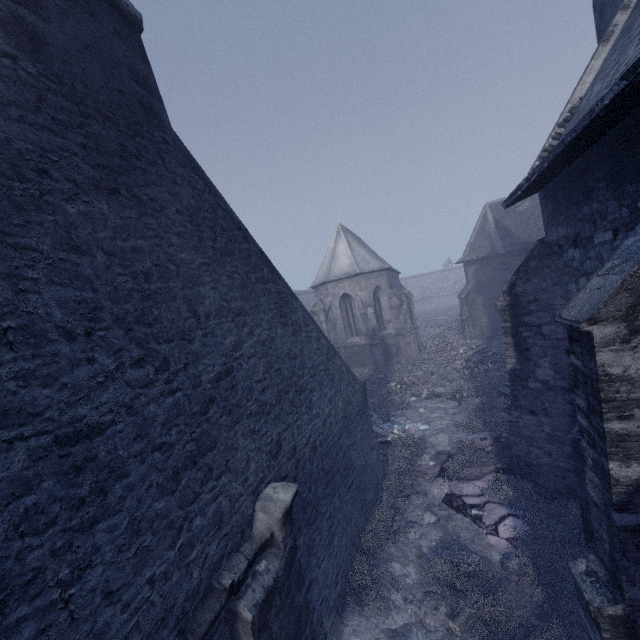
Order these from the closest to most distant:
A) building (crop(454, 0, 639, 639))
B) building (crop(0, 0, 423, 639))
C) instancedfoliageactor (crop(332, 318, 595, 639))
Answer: building (crop(0, 0, 423, 639)), building (crop(454, 0, 639, 639)), instancedfoliageactor (crop(332, 318, 595, 639))

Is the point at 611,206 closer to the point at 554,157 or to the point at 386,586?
the point at 554,157

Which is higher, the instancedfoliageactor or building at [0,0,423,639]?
building at [0,0,423,639]

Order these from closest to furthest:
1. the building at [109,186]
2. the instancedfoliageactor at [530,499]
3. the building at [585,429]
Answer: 1. the building at [109,186]
2. the building at [585,429]
3. the instancedfoliageactor at [530,499]

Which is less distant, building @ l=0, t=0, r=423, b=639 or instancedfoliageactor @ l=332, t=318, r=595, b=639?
building @ l=0, t=0, r=423, b=639

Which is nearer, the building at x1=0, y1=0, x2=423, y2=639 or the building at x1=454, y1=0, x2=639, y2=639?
the building at x1=0, y1=0, x2=423, y2=639

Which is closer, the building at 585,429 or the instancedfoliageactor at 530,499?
the building at 585,429
